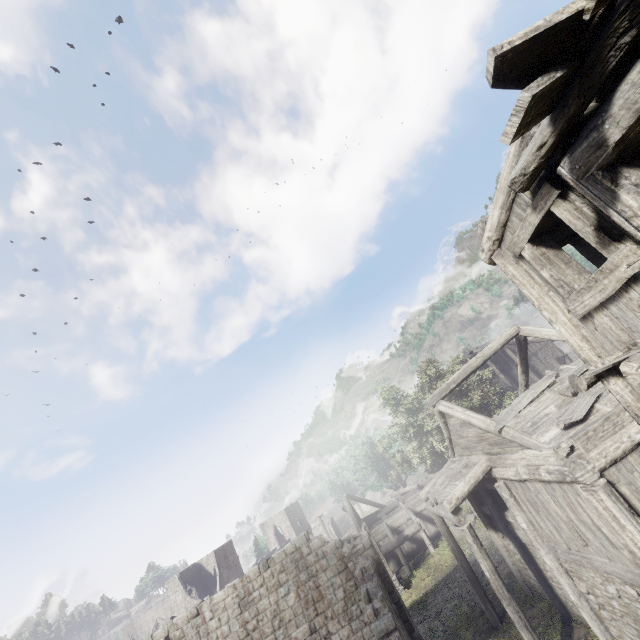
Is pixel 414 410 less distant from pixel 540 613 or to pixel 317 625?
pixel 540 613
